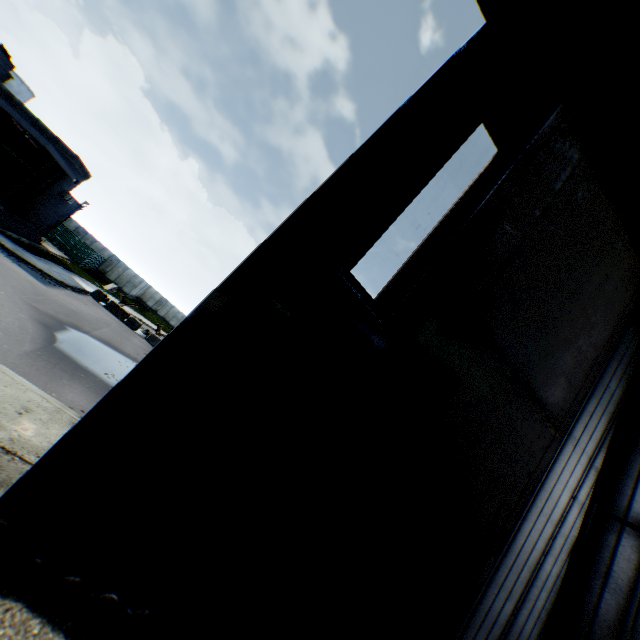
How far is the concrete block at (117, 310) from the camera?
26.4m

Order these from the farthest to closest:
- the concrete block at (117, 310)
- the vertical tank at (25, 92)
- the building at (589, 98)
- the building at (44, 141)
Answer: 1. the vertical tank at (25, 92)
2. the concrete block at (117, 310)
3. the building at (44, 141)
4. the building at (589, 98)

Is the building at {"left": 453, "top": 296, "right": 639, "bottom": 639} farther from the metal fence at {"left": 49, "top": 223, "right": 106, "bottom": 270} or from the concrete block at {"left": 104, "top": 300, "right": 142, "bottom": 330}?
the concrete block at {"left": 104, "top": 300, "right": 142, "bottom": 330}

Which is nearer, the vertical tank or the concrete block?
the concrete block

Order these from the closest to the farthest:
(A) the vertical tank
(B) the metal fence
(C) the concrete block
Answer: (C) the concrete block → (B) the metal fence → (A) the vertical tank

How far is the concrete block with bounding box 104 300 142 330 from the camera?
26.4m

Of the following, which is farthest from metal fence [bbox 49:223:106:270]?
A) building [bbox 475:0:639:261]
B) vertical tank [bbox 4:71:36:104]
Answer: vertical tank [bbox 4:71:36:104]

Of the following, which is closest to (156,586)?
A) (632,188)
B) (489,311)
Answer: (489,311)
